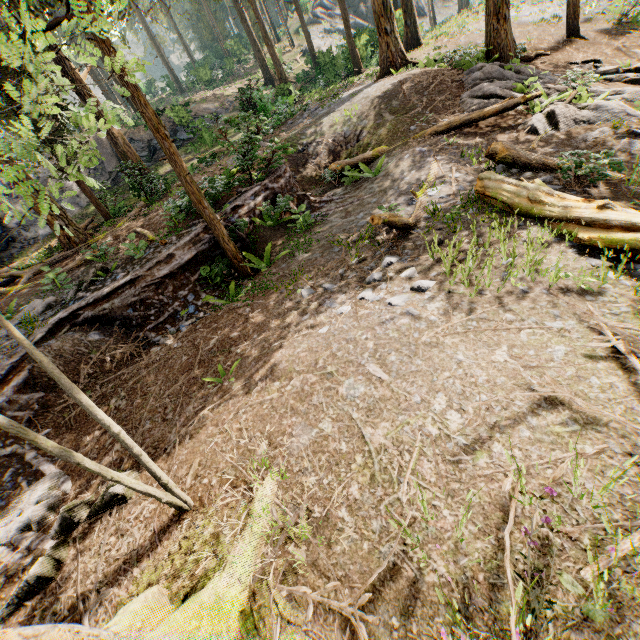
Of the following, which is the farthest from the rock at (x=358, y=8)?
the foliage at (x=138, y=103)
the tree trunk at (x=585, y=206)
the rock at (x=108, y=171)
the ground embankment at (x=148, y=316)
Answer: the tree trunk at (x=585, y=206)

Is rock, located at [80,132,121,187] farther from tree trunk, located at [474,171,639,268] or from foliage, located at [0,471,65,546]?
tree trunk, located at [474,171,639,268]

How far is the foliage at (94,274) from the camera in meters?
9.9 m

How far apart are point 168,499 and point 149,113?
7.6 meters

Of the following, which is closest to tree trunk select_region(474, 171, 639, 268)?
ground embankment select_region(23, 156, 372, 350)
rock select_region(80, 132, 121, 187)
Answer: ground embankment select_region(23, 156, 372, 350)

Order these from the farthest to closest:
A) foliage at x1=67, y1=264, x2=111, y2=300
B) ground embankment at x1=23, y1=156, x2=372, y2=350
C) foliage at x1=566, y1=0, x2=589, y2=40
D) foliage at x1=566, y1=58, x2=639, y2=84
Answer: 1. foliage at x1=566, y1=0, x2=589, y2=40
2. foliage at x1=566, y1=58, x2=639, y2=84
3. foliage at x1=67, y1=264, x2=111, y2=300
4. ground embankment at x1=23, y1=156, x2=372, y2=350

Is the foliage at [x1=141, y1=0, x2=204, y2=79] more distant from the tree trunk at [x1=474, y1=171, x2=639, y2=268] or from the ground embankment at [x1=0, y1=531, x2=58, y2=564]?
the tree trunk at [x1=474, y1=171, x2=639, y2=268]
